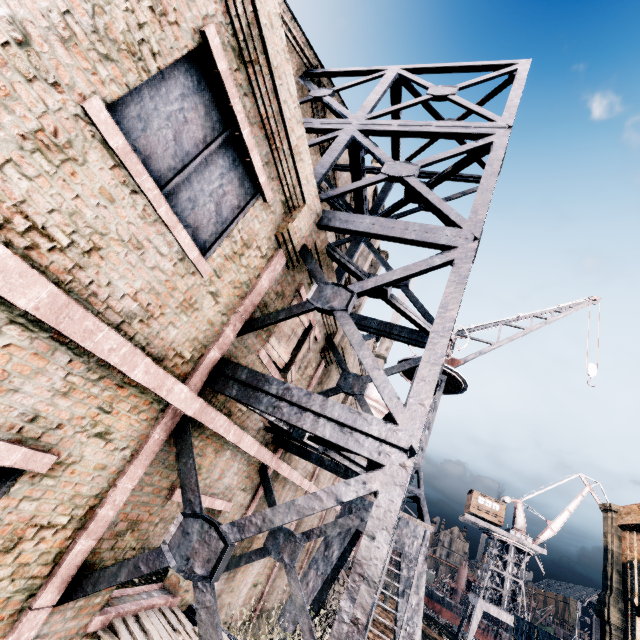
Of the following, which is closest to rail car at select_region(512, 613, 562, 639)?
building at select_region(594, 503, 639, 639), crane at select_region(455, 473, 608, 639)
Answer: crane at select_region(455, 473, 608, 639)

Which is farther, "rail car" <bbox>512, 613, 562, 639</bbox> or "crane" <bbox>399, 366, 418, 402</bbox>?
"rail car" <bbox>512, 613, 562, 639</bbox>

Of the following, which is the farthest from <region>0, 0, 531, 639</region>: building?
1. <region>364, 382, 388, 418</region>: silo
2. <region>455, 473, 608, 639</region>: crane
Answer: <region>455, 473, 608, 639</region>: crane

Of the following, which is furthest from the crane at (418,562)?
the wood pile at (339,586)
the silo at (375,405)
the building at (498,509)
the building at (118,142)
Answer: the building at (498,509)

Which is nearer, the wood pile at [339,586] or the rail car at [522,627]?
the rail car at [522,627]

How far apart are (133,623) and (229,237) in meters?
6.0

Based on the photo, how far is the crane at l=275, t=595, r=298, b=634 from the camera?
9.4 meters

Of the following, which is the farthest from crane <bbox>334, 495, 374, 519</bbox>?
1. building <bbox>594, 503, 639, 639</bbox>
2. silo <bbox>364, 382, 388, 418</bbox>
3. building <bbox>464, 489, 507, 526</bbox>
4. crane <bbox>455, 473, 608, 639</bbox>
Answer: building <bbox>594, 503, 639, 639</bbox>
